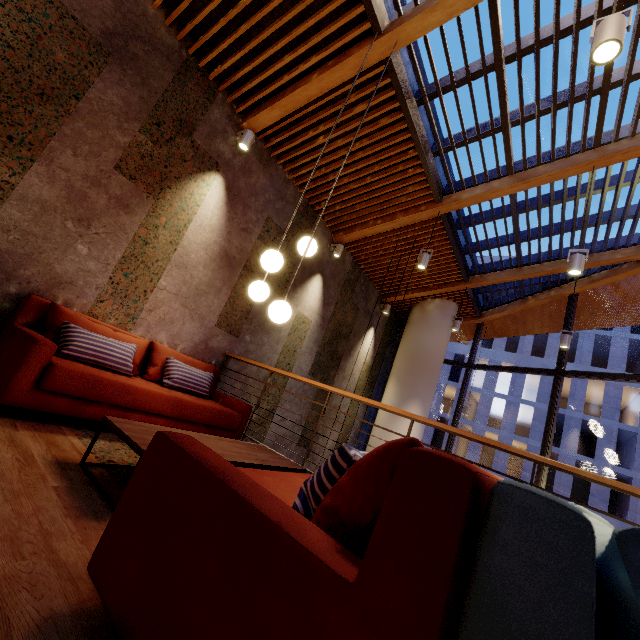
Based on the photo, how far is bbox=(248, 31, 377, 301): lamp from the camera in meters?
2.7

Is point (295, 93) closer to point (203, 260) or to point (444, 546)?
point (203, 260)

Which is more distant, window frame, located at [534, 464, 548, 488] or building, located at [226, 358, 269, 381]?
window frame, located at [534, 464, 548, 488]

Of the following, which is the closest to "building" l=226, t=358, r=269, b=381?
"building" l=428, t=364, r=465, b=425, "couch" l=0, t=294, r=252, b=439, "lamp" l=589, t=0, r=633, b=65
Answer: "couch" l=0, t=294, r=252, b=439

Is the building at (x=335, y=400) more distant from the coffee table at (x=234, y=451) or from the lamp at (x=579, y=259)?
the lamp at (x=579, y=259)

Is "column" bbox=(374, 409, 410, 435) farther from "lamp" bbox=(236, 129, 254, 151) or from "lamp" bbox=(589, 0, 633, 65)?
"lamp" bbox=(589, 0, 633, 65)

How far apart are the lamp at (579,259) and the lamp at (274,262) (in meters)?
3.14

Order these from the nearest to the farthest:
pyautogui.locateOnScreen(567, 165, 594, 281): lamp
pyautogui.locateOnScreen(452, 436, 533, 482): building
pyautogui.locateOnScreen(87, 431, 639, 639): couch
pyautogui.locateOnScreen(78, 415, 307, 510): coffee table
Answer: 1. pyautogui.locateOnScreen(87, 431, 639, 639): couch
2. pyautogui.locateOnScreen(78, 415, 307, 510): coffee table
3. pyautogui.locateOnScreen(567, 165, 594, 281): lamp
4. pyautogui.locateOnScreen(452, 436, 533, 482): building
